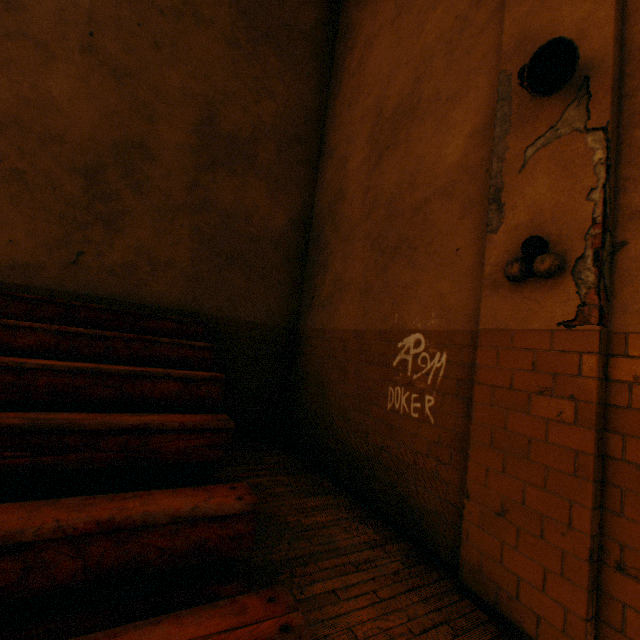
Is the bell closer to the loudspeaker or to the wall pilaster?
the wall pilaster

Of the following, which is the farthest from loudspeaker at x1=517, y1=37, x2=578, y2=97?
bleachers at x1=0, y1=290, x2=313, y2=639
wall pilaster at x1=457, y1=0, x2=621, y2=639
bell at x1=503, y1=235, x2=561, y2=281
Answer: bleachers at x1=0, y1=290, x2=313, y2=639

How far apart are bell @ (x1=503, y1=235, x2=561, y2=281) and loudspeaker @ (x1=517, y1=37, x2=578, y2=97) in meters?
1.0

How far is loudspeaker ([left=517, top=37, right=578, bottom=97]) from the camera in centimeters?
205cm

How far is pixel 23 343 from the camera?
3.1 meters

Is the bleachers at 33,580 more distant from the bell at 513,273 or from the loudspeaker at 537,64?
the loudspeaker at 537,64

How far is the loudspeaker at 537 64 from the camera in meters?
2.1

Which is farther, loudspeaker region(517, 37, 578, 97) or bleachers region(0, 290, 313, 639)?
loudspeaker region(517, 37, 578, 97)
